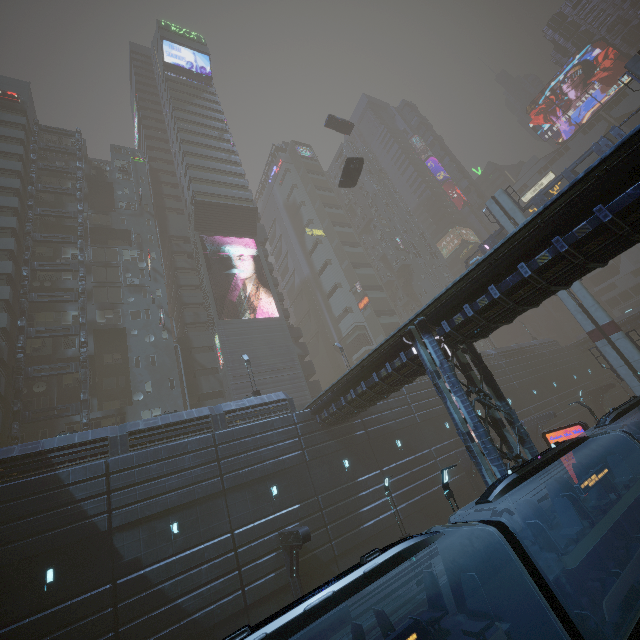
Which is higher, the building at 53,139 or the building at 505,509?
the building at 53,139

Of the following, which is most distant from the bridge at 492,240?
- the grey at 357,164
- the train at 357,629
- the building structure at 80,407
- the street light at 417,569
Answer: the building structure at 80,407

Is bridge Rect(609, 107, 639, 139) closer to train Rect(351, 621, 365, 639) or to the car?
the car

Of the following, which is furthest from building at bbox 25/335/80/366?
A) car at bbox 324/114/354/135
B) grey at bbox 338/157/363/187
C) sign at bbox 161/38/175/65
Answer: car at bbox 324/114/354/135

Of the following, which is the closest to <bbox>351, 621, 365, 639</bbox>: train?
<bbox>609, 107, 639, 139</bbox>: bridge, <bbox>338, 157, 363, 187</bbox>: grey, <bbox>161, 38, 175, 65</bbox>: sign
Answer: <bbox>338, 157, 363, 187</bbox>: grey

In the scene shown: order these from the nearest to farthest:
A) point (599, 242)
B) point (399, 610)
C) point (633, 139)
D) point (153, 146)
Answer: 1. point (633, 139)
2. point (599, 242)
3. point (399, 610)
4. point (153, 146)

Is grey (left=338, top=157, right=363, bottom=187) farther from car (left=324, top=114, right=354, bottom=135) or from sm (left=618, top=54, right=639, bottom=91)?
car (left=324, top=114, right=354, bottom=135)

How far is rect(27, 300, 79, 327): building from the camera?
32.09m
